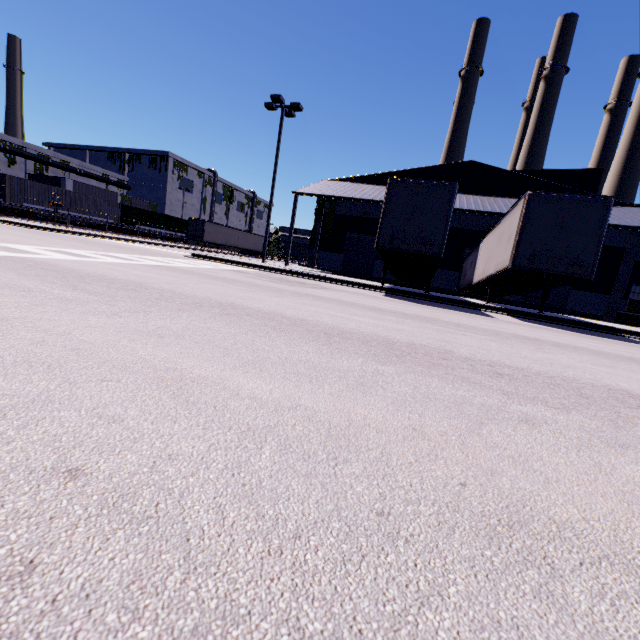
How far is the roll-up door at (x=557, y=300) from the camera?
24.5m

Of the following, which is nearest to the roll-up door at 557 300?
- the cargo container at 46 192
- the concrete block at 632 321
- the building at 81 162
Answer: the building at 81 162

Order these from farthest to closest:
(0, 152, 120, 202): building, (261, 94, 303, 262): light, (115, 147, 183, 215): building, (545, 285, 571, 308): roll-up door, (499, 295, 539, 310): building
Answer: (115, 147, 183, 215): building < (0, 152, 120, 202): building < (499, 295, 539, 310): building < (545, 285, 571, 308): roll-up door < (261, 94, 303, 262): light

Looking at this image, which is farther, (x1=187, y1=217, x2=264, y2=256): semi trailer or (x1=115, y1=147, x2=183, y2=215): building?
→ (x1=115, y1=147, x2=183, y2=215): building

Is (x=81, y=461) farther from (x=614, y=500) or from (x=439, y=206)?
(x=439, y=206)

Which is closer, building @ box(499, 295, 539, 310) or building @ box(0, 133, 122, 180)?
building @ box(499, 295, 539, 310)

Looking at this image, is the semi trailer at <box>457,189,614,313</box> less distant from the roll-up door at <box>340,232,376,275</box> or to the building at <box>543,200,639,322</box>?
the building at <box>543,200,639,322</box>

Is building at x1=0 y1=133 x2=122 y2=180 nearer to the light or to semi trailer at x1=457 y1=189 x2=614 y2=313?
semi trailer at x1=457 y1=189 x2=614 y2=313
